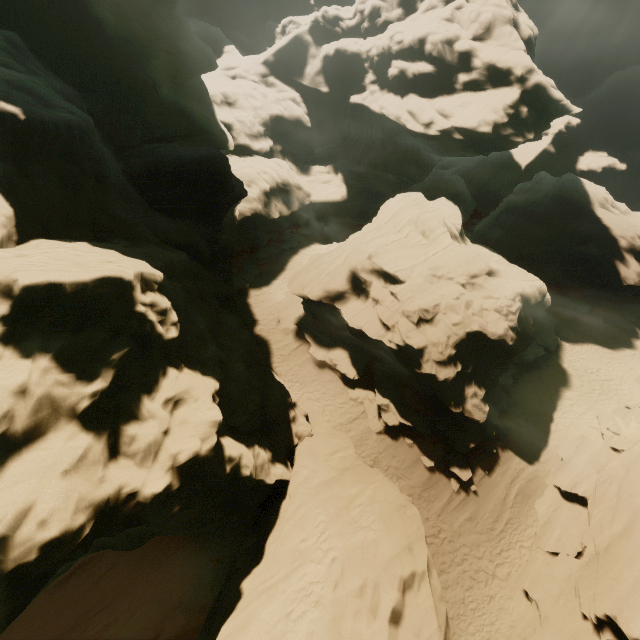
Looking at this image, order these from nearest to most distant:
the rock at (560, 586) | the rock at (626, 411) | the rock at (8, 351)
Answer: the rock at (8, 351) → the rock at (560, 586) → the rock at (626, 411)

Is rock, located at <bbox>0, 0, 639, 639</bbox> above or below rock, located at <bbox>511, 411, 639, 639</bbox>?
above

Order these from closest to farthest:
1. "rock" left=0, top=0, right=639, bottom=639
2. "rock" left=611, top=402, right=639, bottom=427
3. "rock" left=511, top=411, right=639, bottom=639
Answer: "rock" left=0, top=0, right=639, bottom=639 < "rock" left=511, top=411, right=639, bottom=639 < "rock" left=611, top=402, right=639, bottom=427

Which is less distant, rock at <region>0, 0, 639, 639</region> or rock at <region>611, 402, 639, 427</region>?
rock at <region>0, 0, 639, 639</region>

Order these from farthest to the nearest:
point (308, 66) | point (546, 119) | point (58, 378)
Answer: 1. point (308, 66)
2. point (546, 119)
3. point (58, 378)

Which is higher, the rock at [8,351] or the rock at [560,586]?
the rock at [8,351]
